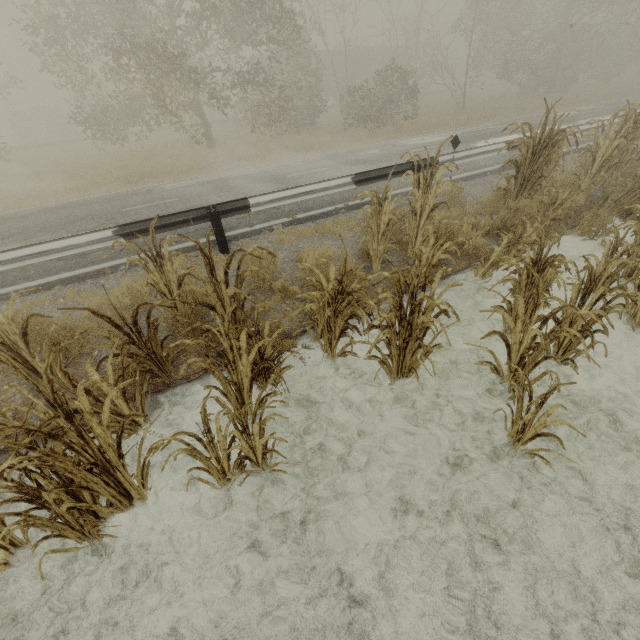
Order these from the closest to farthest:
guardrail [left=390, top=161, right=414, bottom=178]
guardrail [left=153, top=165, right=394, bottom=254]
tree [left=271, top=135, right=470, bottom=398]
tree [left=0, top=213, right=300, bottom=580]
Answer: tree [left=0, top=213, right=300, bottom=580], tree [left=271, top=135, right=470, bottom=398], guardrail [left=153, top=165, right=394, bottom=254], guardrail [left=390, top=161, right=414, bottom=178]

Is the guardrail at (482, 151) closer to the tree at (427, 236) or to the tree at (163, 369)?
the tree at (427, 236)

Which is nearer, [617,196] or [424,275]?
[424,275]

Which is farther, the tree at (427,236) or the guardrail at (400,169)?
the guardrail at (400,169)

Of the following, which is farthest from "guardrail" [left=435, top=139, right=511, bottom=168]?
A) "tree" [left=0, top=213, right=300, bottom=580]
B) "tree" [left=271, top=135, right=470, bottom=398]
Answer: "tree" [left=0, top=213, right=300, bottom=580]

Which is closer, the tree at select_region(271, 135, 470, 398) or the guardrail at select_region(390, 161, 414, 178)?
the tree at select_region(271, 135, 470, 398)
